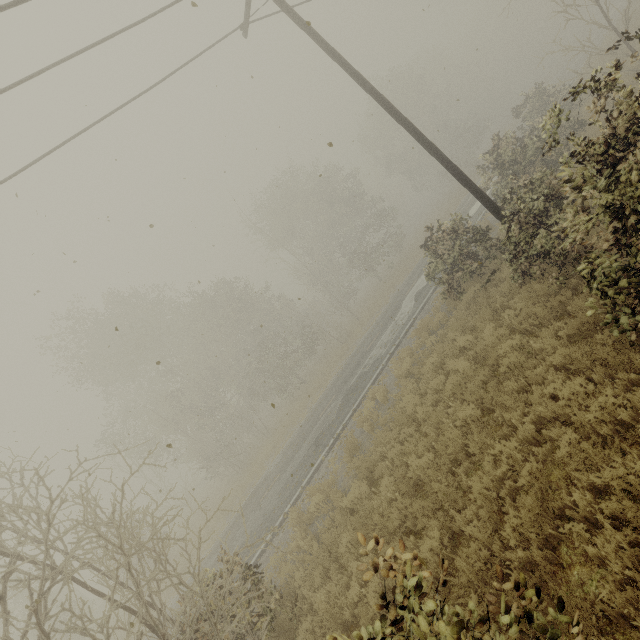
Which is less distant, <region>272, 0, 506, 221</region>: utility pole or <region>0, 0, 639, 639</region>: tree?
<region>0, 0, 639, 639</region>: tree

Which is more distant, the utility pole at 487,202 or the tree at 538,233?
the utility pole at 487,202

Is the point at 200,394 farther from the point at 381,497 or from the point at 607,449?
the point at 607,449
